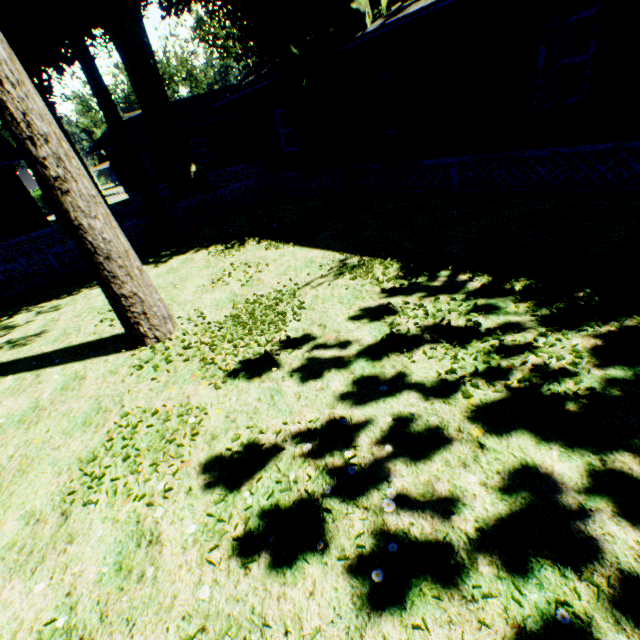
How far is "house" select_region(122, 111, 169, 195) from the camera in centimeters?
2480cm

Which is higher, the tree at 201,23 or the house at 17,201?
the tree at 201,23

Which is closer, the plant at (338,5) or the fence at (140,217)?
the plant at (338,5)

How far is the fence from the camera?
13.0m

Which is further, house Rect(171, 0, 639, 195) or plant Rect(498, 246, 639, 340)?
house Rect(171, 0, 639, 195)

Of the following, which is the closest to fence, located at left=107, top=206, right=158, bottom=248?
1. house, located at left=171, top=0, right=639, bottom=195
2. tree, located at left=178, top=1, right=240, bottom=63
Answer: house, located at left=171, top=0, right=639, bottom=195

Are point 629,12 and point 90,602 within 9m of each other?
no

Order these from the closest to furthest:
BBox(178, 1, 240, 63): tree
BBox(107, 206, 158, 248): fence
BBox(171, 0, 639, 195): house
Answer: BBox(171, 0, 639, 195): house
BBox(107, 206, 158, 248): fence
BBox(178, 1, 240, 63): tree
